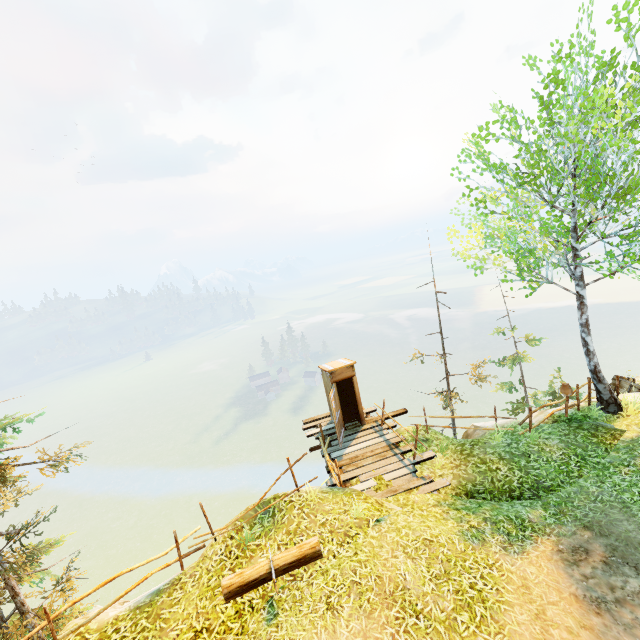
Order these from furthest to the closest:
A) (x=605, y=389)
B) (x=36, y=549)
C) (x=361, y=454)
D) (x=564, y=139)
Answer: (x=605, y=389) → (x=361, y=454) → (x=564, y=139) → (x=36, y=549)

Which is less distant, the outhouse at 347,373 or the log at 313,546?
the log at 313,546

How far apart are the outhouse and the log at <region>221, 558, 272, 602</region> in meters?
5.7

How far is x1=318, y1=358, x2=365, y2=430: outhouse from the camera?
12.4 meters

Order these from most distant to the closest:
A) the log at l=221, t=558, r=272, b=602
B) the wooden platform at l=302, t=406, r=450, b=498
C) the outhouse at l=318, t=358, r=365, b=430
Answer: the outhouse at l=318, t=358, r=365, b=430 < the wooden platform at l=302, t=406, r=450, b=498 < the log at l=221, t=558, r=272, b=602

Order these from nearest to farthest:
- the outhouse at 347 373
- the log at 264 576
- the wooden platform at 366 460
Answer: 1. the log at 264 576
2. the wooden platform at 366 460
3. the outhouse at 347 373

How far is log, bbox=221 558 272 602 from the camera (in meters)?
6.42

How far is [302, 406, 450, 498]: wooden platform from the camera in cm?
953
